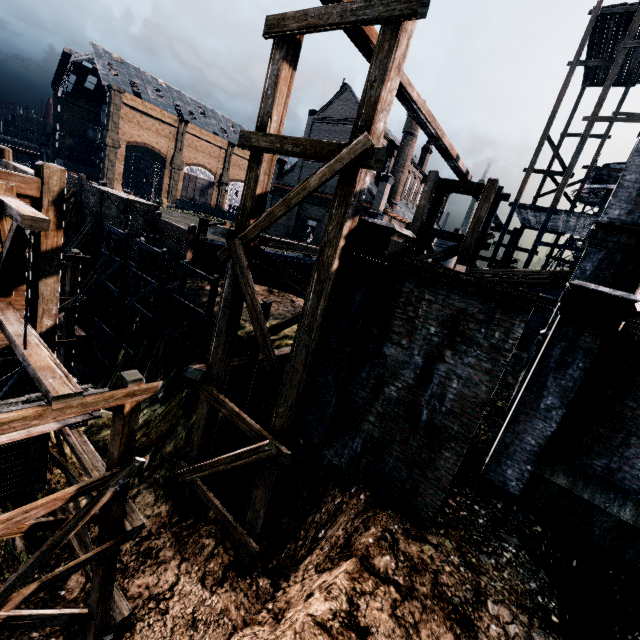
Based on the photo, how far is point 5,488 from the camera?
8.7m

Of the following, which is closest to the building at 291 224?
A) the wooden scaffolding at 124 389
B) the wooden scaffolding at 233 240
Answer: the wooden scaffolding at 233 240

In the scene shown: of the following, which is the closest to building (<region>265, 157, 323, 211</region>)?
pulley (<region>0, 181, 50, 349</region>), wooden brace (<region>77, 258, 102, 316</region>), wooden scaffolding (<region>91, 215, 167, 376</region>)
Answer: pulley (<region>0, 181, 50, 349</region>)

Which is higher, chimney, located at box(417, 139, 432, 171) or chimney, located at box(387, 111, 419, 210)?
chimney, located at box(417, 139, 432, 171)

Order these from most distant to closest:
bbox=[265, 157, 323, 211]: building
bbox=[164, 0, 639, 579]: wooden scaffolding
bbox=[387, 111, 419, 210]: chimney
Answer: bbox=[265, 157, 323, 211]: building
bbox=[387, 111, 419, 210]: chimney
bbox=[164, 0, 639, 579]: wooden scaffolding

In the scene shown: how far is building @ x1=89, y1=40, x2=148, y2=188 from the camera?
55.9m

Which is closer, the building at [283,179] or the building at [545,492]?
the building at [545,492]

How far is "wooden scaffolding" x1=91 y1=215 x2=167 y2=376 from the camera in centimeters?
1642cm
